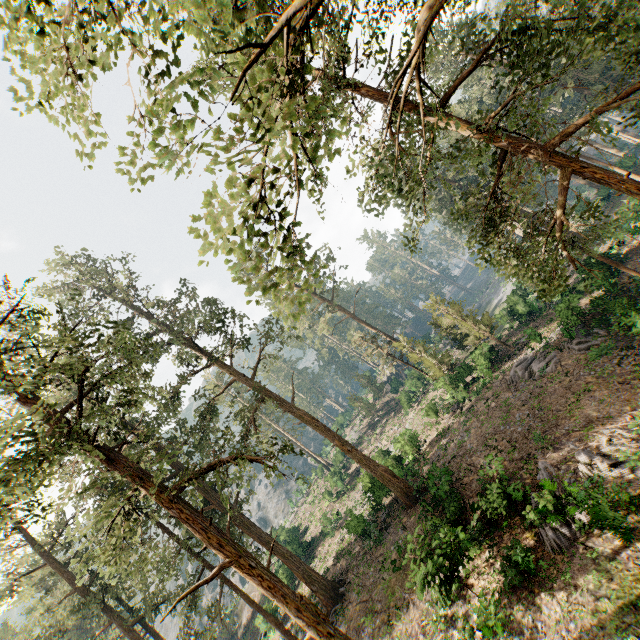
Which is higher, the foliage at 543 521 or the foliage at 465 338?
the foliage at 465 338

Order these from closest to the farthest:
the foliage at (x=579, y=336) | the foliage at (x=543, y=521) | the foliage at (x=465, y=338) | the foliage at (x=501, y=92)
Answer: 1. the foliage at (x=501, y=92)
2. the foliage at (x=543, y=521)
3. the foliage at (x=579, y=336)
4. the foliage at (x=465, y=338)

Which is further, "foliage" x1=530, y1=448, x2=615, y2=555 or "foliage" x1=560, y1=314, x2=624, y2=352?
"foliage" x1=560, y1=314, x2=624, y2=352

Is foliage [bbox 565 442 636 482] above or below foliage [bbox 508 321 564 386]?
below

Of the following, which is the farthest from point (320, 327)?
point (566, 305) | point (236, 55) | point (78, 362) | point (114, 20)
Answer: point (114, 20)

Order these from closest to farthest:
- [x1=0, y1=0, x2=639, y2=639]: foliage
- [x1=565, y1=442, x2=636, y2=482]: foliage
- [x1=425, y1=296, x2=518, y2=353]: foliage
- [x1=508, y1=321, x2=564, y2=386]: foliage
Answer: [x1=0, y1=0, x2=639, y2=639]: foliage → [x1=565, y1=442, x2=636, y2=482]: foliage → [x1=508, y1=321, x2=564, y2=386]: foliage → [x1=425, y1=296, x2=518, y2=353]: foliage

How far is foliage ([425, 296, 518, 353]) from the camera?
30.6m
